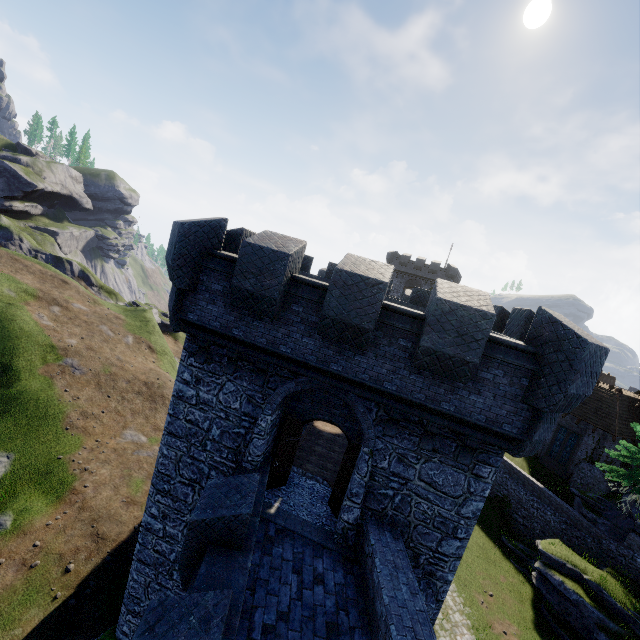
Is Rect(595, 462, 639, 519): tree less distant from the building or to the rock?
the building

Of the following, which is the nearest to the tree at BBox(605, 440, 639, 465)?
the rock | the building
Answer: the building

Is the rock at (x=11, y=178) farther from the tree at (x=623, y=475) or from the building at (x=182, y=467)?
the tree at (x=623, y=475)

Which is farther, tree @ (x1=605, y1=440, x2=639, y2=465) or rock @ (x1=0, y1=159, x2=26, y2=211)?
rock @ (x1=0, y1=159, x2=26, y2=211)

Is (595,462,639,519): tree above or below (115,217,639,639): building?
above

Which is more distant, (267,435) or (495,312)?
(495,312)

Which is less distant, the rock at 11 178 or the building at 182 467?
the building at 182 467
